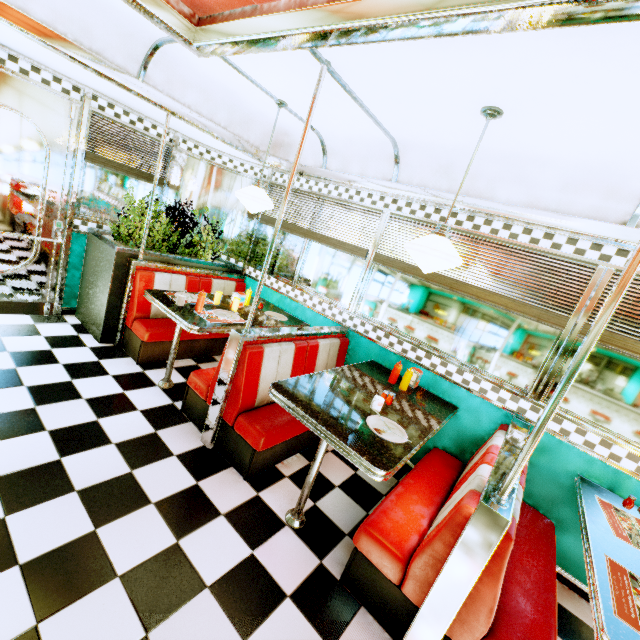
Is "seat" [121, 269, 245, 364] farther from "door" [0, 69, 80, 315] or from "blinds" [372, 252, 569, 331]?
"blinds" [372, 252, 569, 331]

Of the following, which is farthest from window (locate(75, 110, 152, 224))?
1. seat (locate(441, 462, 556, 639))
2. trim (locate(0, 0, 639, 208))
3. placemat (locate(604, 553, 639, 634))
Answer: placemat (locate(604, 553, 639, 634))

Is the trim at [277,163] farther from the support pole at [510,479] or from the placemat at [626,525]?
the placemat at [626,525]

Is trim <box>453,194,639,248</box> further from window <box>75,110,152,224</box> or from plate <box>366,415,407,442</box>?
plate <box>366,415,407,442</box>

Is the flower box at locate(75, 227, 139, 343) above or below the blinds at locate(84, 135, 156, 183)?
below

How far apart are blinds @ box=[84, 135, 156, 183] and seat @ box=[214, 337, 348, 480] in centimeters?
311cm

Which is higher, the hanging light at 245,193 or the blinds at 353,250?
the hanging light at 245,193

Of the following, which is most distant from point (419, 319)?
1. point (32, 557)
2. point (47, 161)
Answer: point (47, 161)
